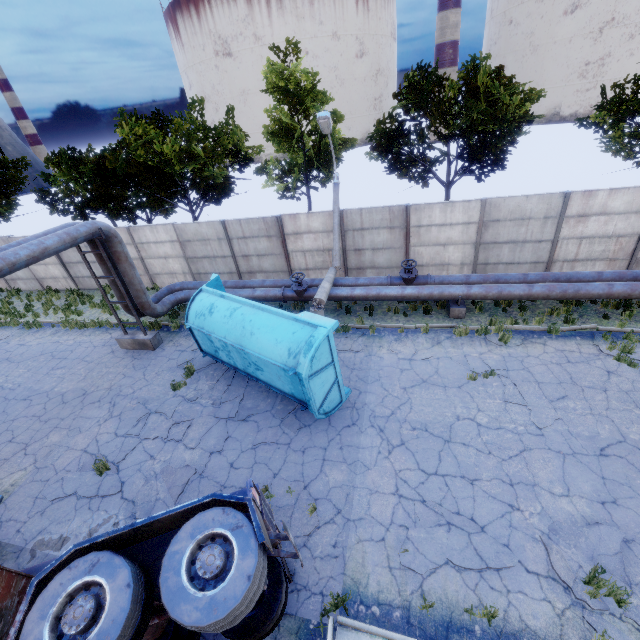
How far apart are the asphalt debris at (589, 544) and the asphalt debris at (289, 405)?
5.67m

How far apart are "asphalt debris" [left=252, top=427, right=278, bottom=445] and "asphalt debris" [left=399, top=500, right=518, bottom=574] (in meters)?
3.49

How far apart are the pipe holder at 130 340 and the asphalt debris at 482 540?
11.43m

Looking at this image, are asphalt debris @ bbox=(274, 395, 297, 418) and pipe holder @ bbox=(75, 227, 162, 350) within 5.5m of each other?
no

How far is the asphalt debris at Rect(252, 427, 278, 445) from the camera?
8.82m

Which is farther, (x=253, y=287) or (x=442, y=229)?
(x=253, y=287)

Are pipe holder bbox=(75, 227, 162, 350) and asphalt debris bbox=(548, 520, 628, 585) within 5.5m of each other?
no
